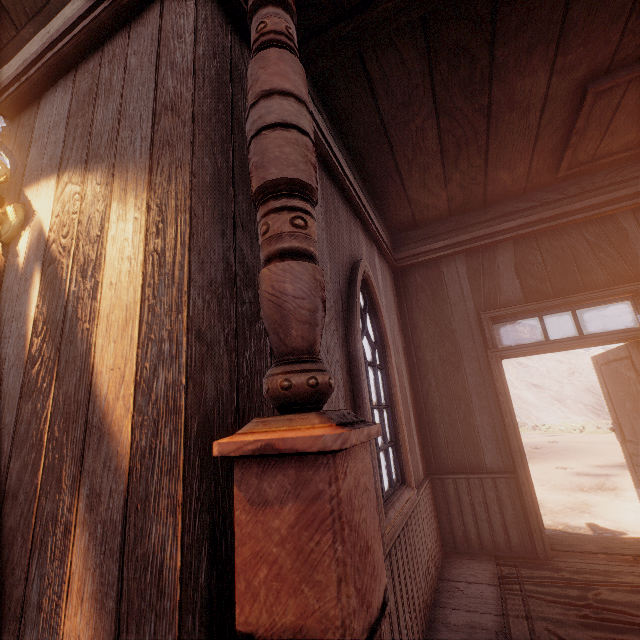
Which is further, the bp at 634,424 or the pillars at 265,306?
the bp at 634,424

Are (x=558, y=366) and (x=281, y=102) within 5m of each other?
no

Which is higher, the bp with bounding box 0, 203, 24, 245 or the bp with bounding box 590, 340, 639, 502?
the bp with bounding box 0, 203, 24, 245

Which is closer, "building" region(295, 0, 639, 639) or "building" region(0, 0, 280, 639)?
"building" region(0, 0, 280, 639)

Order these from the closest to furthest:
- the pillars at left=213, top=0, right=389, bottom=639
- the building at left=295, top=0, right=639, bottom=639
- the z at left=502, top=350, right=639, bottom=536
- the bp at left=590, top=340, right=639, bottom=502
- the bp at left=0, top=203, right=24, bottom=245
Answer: the pillars at left=213, top=0, right=389, bottom=639, the bp at left=0, top=203, right=24, bottom=245, the building at left=295, top=0, right=639, bottom=639, the bp at left=590, top=340, right=639, bottom=502, the z at left=502, top=350, right=639, bottom=536

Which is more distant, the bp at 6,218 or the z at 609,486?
the z at 609,486

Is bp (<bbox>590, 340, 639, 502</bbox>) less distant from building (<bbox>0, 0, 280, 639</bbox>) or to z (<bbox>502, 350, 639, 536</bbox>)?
building (<bbox>0, 0, 280, 639</bbox>)

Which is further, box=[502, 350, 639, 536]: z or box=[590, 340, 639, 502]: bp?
box=[502, 350, 639, 536]: z
